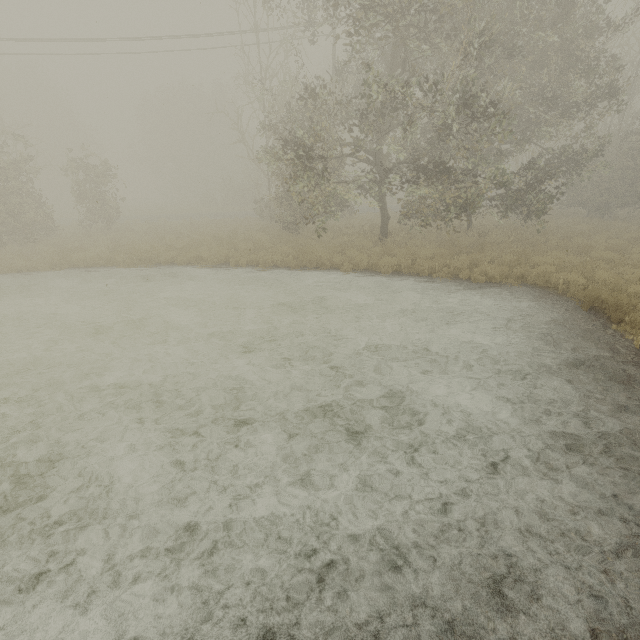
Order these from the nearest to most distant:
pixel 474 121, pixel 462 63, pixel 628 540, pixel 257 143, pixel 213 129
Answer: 1. pixel 628 540
2. pixel 474 121
3. pixel 462 63
4. pixel 213 129
5. pixel 257 143
